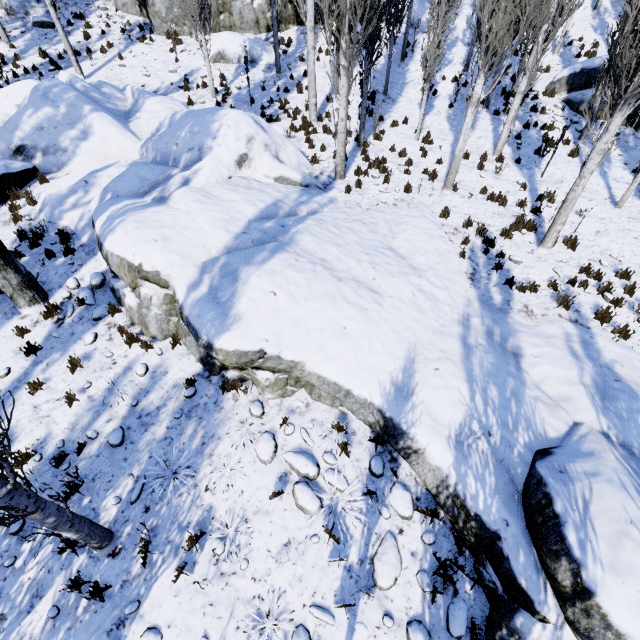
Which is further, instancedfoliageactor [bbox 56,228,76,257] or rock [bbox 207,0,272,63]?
rock [bbox 207,0,272,63]

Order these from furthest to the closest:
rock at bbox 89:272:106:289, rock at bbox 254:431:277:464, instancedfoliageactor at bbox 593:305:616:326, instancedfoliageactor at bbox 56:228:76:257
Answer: instancedfoliageactor at bbox 56:228:76:257
rock at bbox 89:272:106:289
instancedfoliageactor at bbox 593:305:616:326
rock at bbox 254:431:277:464

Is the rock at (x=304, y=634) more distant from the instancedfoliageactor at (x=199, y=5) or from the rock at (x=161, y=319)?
the instancedfoliageactor at (x=199, y=5)

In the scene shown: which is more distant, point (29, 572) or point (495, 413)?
point (495, 413)

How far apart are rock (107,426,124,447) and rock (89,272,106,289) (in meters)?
3.49

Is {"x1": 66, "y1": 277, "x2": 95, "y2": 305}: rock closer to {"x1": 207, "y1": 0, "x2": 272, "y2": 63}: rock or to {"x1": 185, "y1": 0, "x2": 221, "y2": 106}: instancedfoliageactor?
{"x1": 185, "y1": 0, "x2": 221, "y2": 106}: instancedfoliageactor

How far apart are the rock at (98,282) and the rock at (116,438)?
3.5m

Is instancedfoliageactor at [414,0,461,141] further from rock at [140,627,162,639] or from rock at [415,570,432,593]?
rock at [140,627,162,639]
